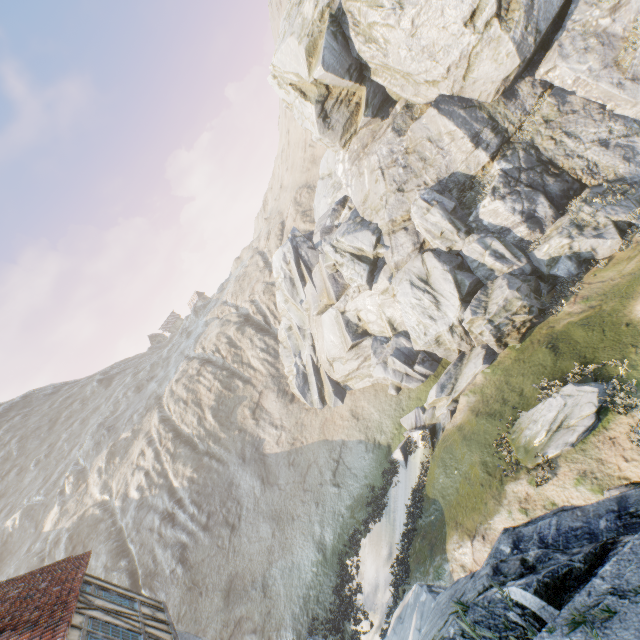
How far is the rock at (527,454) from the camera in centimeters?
1076cm

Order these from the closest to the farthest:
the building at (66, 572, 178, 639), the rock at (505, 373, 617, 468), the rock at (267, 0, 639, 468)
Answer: the building at (66, 572, 178, 639) < the rock at (505, 373, 617, 468) < the rock at (267, 0, 639, 468)

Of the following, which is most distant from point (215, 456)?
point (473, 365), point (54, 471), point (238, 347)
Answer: point (54, 471)

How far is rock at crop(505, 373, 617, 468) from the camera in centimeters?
1076cm

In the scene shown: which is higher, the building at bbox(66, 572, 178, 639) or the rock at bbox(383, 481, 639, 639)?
the building at bbox(66, 572, 178, 639)

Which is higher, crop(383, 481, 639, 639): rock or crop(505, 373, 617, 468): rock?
crop(383, 481, 639, 639): rock

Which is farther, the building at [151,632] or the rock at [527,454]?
the rock at [527,454]

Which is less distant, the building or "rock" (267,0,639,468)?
the building
